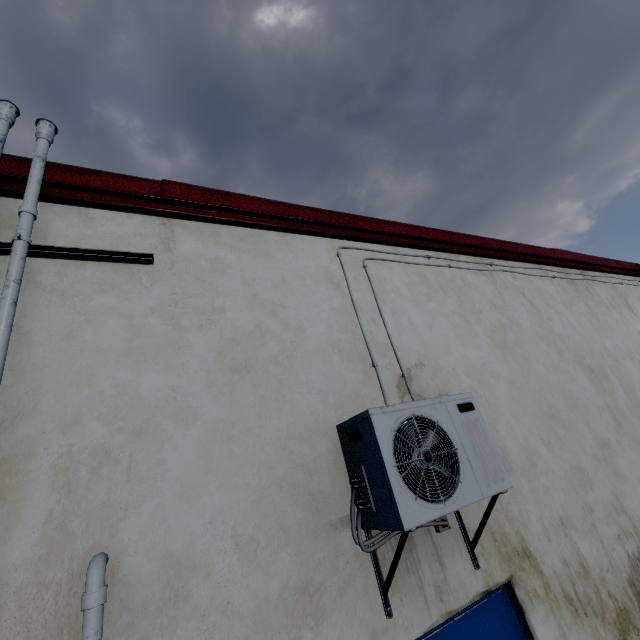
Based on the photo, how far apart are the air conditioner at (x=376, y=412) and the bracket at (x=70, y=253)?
1.54m

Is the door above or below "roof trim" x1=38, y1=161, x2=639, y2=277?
below

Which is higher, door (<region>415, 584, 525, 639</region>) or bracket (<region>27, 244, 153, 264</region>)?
bracket (<region>27, 244, 153, 264</region>)

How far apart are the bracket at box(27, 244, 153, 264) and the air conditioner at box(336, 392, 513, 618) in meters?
1.5 m

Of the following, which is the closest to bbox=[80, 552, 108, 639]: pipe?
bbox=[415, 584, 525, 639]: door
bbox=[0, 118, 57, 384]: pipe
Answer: bbox=[0, 118, 57, 384]: pipe

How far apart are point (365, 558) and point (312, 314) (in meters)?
1.46

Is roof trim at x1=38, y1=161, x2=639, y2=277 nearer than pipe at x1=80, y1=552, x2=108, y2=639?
No

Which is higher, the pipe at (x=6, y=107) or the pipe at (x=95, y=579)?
the pipe at (x=6, y=107)
